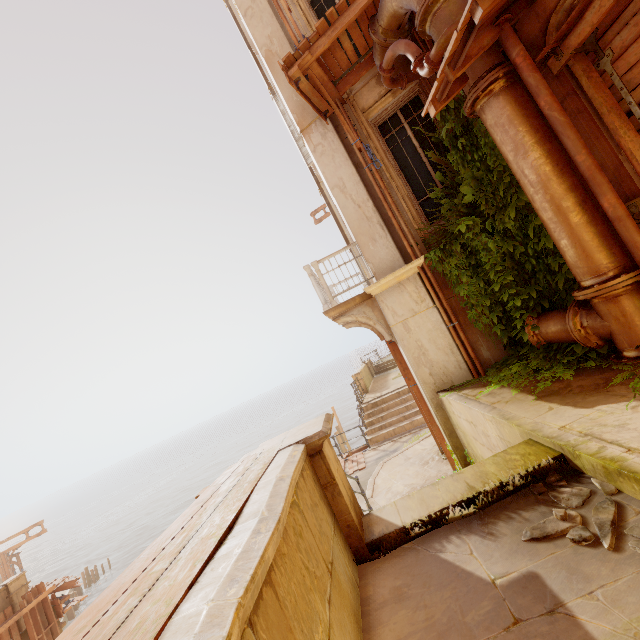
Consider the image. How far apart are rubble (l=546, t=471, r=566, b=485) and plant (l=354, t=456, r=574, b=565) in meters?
0.0

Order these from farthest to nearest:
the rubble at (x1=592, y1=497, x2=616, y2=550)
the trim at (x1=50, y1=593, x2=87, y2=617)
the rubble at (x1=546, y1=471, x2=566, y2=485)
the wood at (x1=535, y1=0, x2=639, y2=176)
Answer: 1. the trim at (x1=50, y1=593, x2=87, y2=617)
2. the wood at (x1=535, y1=0, x2=639, y2=176)
3. the rubble at (x1=546, y1=471, x2=566, y2=485)
4. the rubble at (x1=592, y1=497, x2=616, y2=550)

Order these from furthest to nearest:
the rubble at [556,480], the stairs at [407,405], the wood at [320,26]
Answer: the stairs at [407,405], the wood at [320,26], the rubble at [556,480]

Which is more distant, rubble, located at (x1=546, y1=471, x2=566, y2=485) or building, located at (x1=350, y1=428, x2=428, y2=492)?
building, located at (x1=350, y1=428, x2=428, y2=492)

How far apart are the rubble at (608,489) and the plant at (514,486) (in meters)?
0.04

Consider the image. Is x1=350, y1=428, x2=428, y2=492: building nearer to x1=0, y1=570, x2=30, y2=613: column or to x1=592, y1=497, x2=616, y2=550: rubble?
x1=592, y1=497, x2=616, y2=550: rubble

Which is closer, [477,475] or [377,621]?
[377,621]

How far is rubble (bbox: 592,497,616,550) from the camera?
1.9 meters
